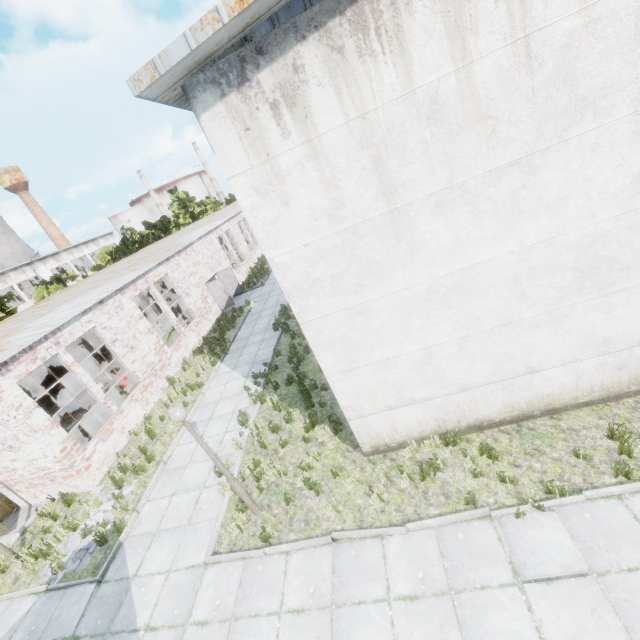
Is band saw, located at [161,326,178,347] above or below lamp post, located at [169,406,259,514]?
below

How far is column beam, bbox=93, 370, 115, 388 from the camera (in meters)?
15.87

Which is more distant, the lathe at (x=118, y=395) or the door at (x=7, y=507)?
the lathe at (x=118, y=395)

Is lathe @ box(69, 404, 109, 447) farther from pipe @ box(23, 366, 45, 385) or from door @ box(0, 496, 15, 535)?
pipe @ box(23, 366, 45, 385)

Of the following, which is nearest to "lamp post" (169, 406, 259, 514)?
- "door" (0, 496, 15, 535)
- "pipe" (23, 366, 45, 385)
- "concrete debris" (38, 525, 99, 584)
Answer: "concrete debris" (38, 525, 99, 584)

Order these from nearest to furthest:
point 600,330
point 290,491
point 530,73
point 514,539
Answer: point 530,73
point 514,539
point 600,330
point 290,491

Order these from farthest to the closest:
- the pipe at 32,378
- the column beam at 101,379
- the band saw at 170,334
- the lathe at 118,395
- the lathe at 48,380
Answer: the pipe at 32,378 < the lathe at 48,380 < the band saw at 170,334 < the column beam at 101,379 < the lathe at 118,395

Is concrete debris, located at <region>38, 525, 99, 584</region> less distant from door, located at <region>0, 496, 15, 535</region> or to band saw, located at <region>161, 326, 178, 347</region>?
door, located at <region>0, 496, 15, 535</region>
